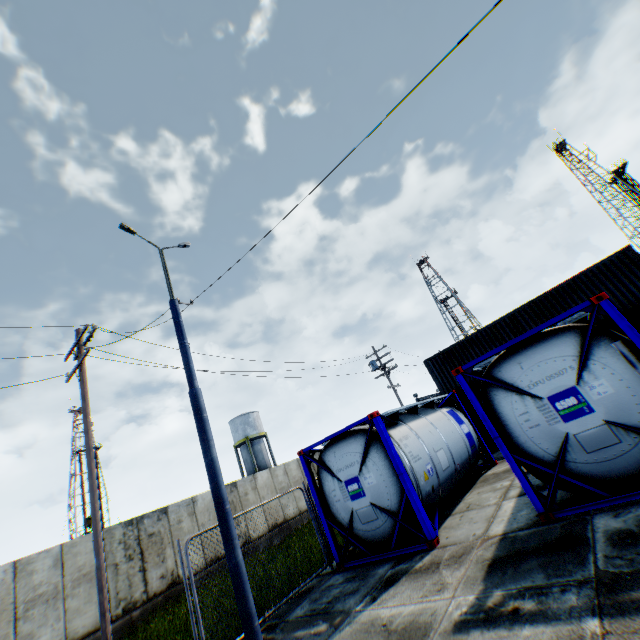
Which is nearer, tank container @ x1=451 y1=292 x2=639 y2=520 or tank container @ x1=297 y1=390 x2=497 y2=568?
tank container @ x1=451 y1=292 x2=639 y2=520

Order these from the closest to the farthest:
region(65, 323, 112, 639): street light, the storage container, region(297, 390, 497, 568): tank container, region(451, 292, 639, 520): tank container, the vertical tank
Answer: region(451, 292, 639, 520): tank container < region(297, 390, 497, 568): tank container < region(65, 323, 112, 639): street light < the storage container < the vertical tank

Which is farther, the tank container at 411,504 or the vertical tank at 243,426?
the vertical tank at 243,426

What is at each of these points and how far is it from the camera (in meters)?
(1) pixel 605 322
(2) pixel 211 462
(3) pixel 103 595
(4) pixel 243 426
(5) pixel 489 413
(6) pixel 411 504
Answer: (1) storage container, 13.14
(2) street light, 7.00
(3) street light, 8.16
(4) vertical tank, 41.12
(5) tank container, 6.66
(6) tank container, 7.25

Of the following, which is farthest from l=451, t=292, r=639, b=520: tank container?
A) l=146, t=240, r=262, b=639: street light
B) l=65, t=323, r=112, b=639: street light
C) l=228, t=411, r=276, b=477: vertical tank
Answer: l=228, t=411, r=276, b=477: vertical tank

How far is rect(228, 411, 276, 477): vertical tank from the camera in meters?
39.8 m

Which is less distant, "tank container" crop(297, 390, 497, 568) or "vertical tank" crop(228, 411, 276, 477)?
"tank container" crop(297, 390, 497, 568)
